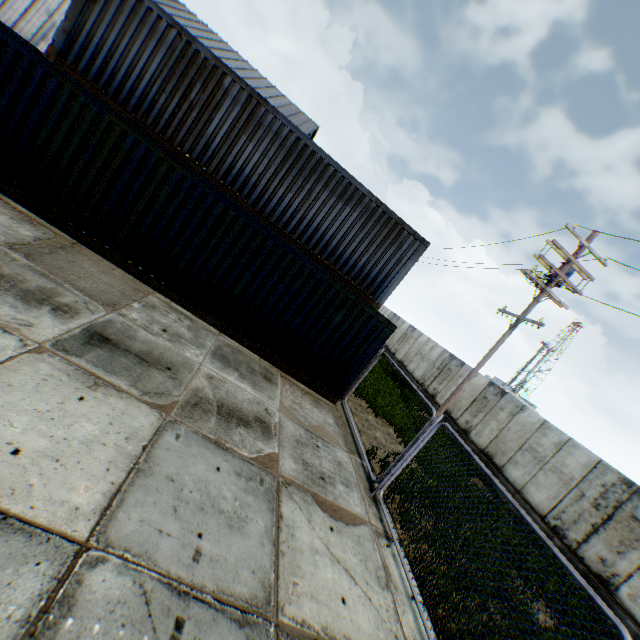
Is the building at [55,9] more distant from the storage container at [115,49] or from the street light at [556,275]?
the storage container at [115,49]

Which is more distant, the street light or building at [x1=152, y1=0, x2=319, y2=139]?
building at [x1=152, y1=0, x2=319, y2=139]

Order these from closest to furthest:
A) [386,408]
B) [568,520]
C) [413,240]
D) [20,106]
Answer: [20,106] < [568,520] < [413,240] < [386,408]

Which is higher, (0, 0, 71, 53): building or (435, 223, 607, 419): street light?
(435, 223, 607, 419): street light

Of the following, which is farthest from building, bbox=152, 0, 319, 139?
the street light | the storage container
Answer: the storage container
